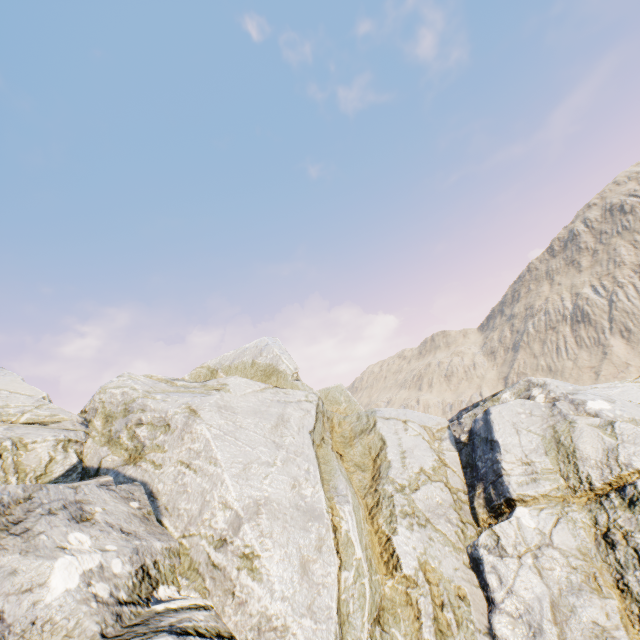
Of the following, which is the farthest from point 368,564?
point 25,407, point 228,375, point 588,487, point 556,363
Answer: point 556,363
